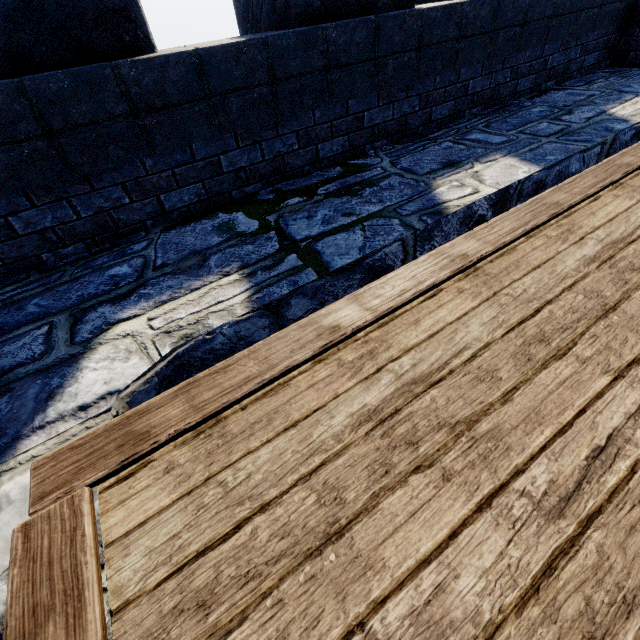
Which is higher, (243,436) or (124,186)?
(124,186)
